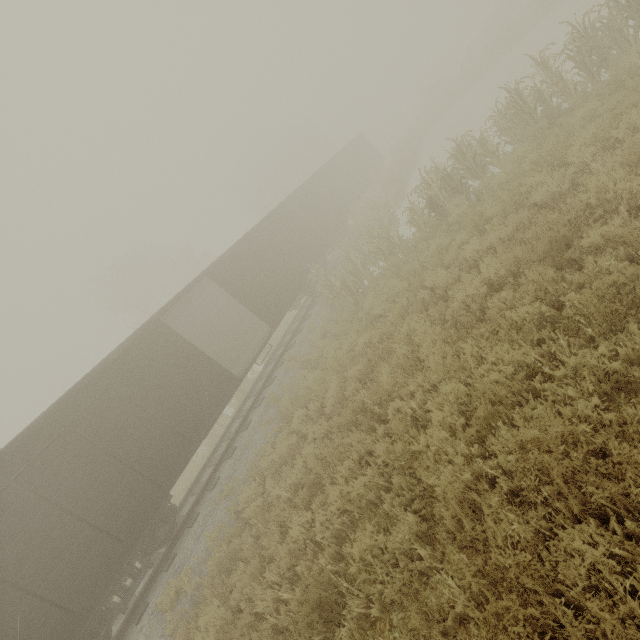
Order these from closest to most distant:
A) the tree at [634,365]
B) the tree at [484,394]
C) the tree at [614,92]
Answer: the tree at [484,394]
the tree at [634,365]
the tree at [614,92]

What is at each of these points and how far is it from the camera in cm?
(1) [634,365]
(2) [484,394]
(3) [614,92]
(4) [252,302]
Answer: (1) tree, 333
(2) tree, 394
(3) tree, 650
(4) boxcar, 1335

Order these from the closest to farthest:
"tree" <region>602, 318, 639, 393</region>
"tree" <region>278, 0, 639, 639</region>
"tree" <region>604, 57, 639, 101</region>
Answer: "tree" <region>278, 0, 639, 639</region> → "tree" <region>602, 318, 639, 393</region> → "tree" <region>604, 57, 639, 101</region>

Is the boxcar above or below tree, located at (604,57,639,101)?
above

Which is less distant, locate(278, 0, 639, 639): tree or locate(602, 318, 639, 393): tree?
locate(278, 0, 639, 639): tree

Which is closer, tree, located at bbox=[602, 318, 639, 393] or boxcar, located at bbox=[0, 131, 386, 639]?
tree, located at bbox=[602, 318, 639, 393]

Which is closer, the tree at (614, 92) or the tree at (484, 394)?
the tree at (484, 394)
